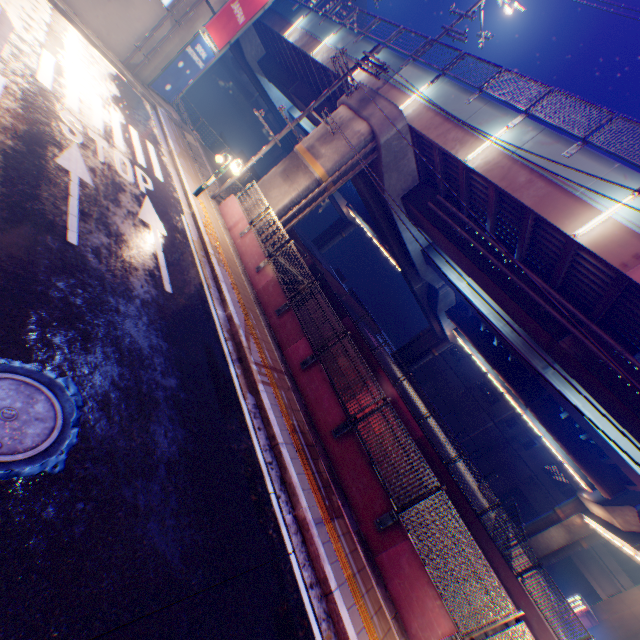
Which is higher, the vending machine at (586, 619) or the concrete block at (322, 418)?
the vending machine at (586, 619)

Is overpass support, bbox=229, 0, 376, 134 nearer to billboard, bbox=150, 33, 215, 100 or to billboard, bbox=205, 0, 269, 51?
billboard, bbox=205, 0, 269, 51

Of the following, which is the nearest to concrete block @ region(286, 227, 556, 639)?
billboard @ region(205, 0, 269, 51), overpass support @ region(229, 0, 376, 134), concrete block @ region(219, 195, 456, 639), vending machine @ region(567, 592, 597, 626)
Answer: overpass support @ region(229, 0, 376, 134)

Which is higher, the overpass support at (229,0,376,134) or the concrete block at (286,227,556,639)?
the overpass support at (229,0,376,134)

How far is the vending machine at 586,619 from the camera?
23.4 meters

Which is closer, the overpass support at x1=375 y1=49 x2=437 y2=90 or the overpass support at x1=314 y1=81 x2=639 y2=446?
the overpass support at x1=314 y1=81 x2=639 y2=446

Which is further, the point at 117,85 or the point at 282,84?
the point at 282,84
